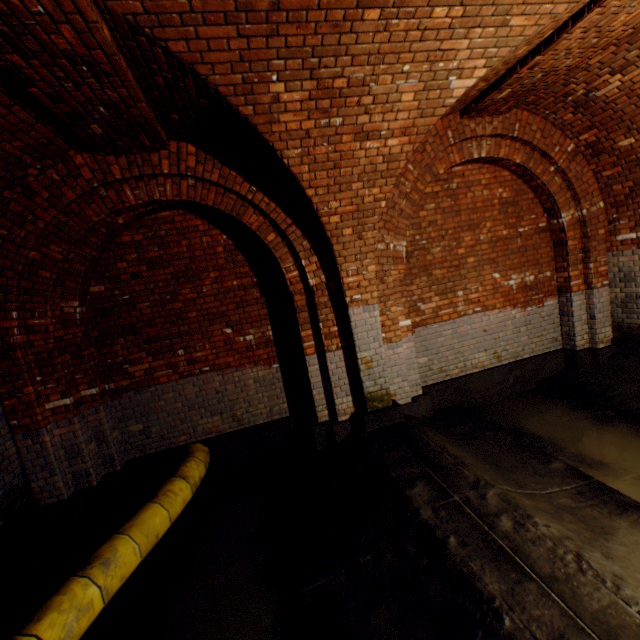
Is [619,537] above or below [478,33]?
below

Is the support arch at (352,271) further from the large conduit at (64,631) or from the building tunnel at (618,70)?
the large conduit at (64,631)

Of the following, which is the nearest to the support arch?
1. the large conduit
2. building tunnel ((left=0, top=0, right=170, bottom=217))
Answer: building tunnel ((left=0, top=0, right=170, bottom=217))

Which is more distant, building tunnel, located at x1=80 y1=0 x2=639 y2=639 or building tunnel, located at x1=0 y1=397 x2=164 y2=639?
building tunnel, located at x1=0 y1=397 x2=164 y2=639

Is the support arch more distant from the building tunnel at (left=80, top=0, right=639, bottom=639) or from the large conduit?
the large conduit

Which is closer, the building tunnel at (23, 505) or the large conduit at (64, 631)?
the large conduit at (64, 631)
